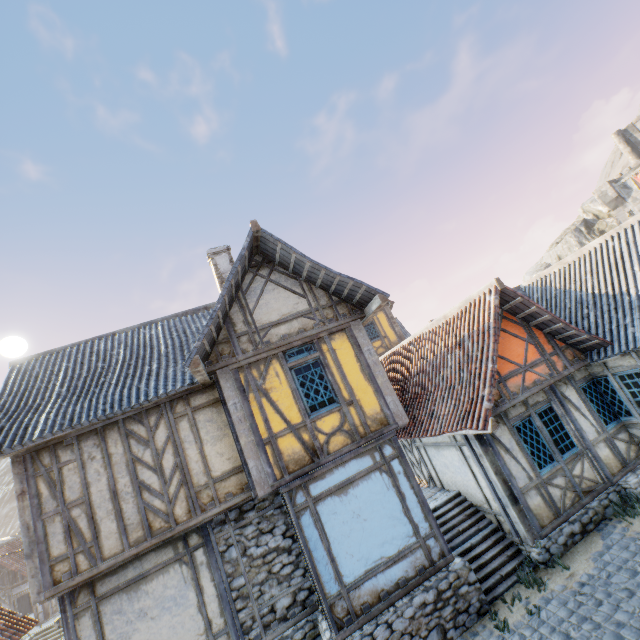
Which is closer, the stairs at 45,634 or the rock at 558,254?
the stairs at 45,634

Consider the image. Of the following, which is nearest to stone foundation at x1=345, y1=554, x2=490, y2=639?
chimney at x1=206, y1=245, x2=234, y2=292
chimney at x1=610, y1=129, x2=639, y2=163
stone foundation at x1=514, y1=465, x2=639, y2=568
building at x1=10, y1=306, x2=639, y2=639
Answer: building at x1=10, y1=306, x2=639, y2=639

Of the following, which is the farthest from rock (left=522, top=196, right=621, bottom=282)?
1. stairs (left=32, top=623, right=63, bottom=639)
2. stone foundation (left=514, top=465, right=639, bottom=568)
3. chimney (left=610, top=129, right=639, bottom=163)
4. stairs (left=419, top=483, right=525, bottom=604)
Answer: stairs (left=32, top=623, right=63, bottom=639)

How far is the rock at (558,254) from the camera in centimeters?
3794cm

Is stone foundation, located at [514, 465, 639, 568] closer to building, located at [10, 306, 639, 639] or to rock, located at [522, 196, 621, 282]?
rock, located at [522, 196, 621, 282]

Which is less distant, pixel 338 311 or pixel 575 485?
pixel 575 485

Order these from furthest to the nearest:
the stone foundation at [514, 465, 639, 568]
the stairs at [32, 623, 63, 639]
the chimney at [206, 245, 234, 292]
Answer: the stairs at [32, 623, 63, 639], the chimney at [206, 245, 234, 292], the stone foundation at [514, 465, 639, 568]

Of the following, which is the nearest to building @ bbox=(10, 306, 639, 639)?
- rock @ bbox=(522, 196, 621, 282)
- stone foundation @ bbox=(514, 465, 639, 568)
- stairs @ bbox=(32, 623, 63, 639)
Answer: stone foundation @ bbox=(514, 465, 639, 568)
